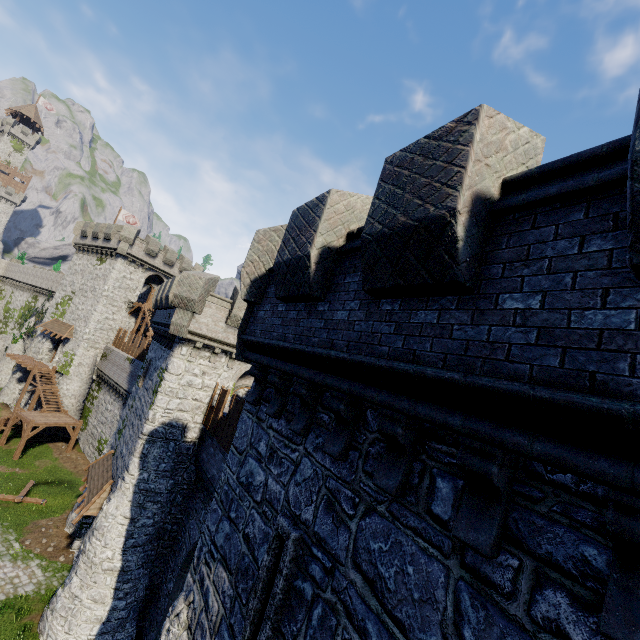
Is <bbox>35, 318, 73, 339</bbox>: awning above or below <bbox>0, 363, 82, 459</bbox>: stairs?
above

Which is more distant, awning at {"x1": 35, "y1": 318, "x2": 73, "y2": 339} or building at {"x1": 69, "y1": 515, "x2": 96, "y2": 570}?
awning at {"x1": 35, "y1": 318, "x2": 73, "y2": 339}

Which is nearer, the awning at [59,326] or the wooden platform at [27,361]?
the wooden platform at [27,361]

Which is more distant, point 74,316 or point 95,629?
point 74,316

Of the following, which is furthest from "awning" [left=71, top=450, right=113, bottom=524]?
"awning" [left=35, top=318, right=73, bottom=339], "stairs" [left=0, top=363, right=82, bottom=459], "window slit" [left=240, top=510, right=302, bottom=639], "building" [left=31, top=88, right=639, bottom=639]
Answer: "awning" [left=35, top=318, right=73, bottom=339]

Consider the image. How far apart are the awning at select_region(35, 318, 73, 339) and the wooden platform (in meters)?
3.09

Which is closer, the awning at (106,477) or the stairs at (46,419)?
the awning at (106,477)

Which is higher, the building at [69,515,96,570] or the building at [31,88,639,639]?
the building at [31,88,639,639]
